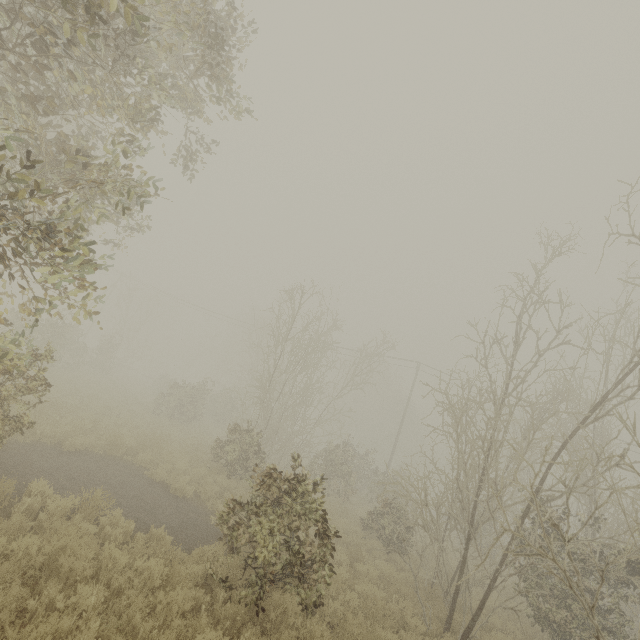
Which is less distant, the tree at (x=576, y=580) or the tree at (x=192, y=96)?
the tree at (x=192, y=96)

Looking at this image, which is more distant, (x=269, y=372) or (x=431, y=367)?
(x=431, y=367)

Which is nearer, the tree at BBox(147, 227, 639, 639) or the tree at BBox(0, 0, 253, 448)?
the tree at BBox(0, 0, 253, 448)
